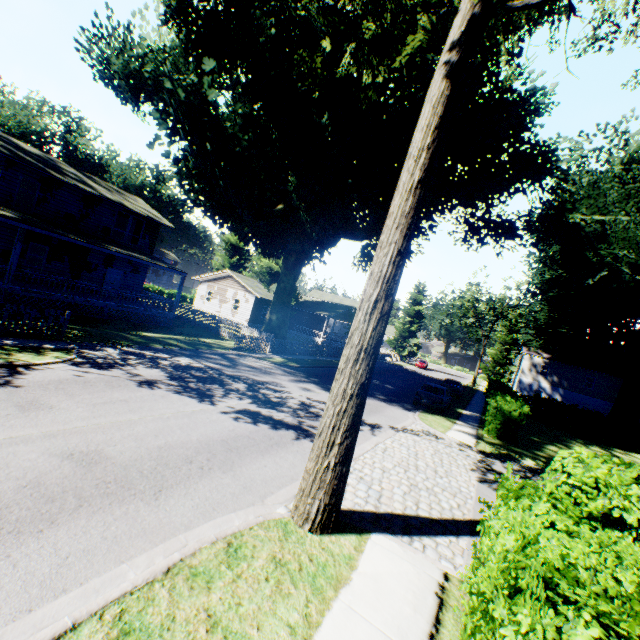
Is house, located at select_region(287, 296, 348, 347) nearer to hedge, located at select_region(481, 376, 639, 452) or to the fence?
the fence

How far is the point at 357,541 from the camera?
5.8 meters

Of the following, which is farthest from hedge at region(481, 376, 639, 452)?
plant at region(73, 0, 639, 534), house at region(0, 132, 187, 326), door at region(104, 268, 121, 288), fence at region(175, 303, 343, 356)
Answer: door at region(104, 268, 121, 288)

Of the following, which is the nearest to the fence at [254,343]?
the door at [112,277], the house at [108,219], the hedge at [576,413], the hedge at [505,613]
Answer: the house at [108,219]

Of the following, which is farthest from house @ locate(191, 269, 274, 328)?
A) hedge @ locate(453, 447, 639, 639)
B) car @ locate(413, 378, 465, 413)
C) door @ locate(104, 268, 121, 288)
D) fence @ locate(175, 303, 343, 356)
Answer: hedge @ locate(453, 447, 639, 639)

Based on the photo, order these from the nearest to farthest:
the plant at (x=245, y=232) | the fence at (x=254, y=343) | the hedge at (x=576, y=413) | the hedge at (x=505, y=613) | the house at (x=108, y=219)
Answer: the hedge at (x=505, y=613)
the plant at (x=245, y=232)
the hedge at (x=576, y=413)
the house at (x=108, y=219)
the fence at (x=254, y=343)

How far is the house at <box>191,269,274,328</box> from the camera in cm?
3916

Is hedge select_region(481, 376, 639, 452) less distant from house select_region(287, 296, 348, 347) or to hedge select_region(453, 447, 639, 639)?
hedge select_region(453, 447, 639, 639)
